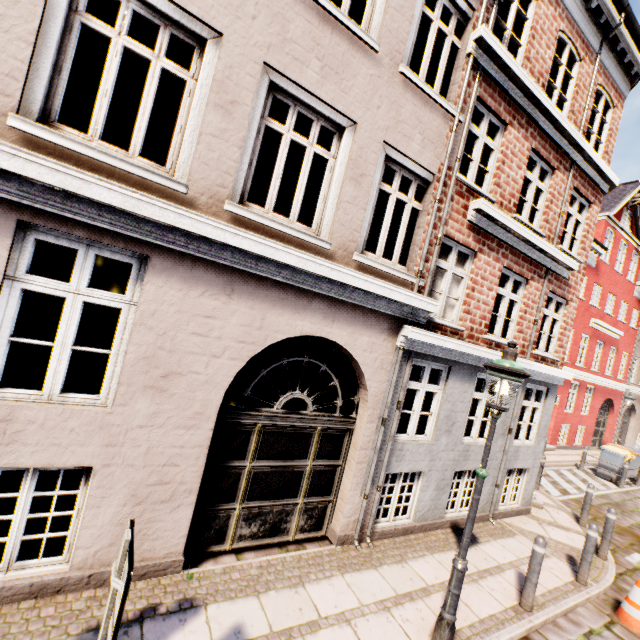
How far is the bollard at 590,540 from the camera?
5.9m

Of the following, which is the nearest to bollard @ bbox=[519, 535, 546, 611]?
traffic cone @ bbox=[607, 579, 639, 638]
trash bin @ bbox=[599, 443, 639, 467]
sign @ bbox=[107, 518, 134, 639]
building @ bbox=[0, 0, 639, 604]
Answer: traffic cone @ bbox=[607, 579, 639, 638]

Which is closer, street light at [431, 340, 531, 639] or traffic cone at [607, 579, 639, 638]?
street light at [431, 340, 531, 639]

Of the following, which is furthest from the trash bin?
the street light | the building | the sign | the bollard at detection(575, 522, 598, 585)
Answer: the building

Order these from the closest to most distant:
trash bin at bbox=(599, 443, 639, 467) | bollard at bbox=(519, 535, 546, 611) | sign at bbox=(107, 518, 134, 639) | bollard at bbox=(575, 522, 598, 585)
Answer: sign at bbox=(107, 518, 134, 639) < bollard at bbox=(519, 535, 546, 611) < bollard at bbox=(575, 522, 598, 585) < trash bin at bbox=(599, 443, 639, 467)

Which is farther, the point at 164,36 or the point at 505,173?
the point at 505,173

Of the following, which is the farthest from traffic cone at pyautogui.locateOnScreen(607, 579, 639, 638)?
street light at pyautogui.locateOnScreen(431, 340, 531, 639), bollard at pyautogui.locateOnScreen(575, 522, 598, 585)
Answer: street light at pyautogui.locateOnScreen(431, 340, 531, 639)

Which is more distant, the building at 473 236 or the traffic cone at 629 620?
the traffic cone at 629 620
